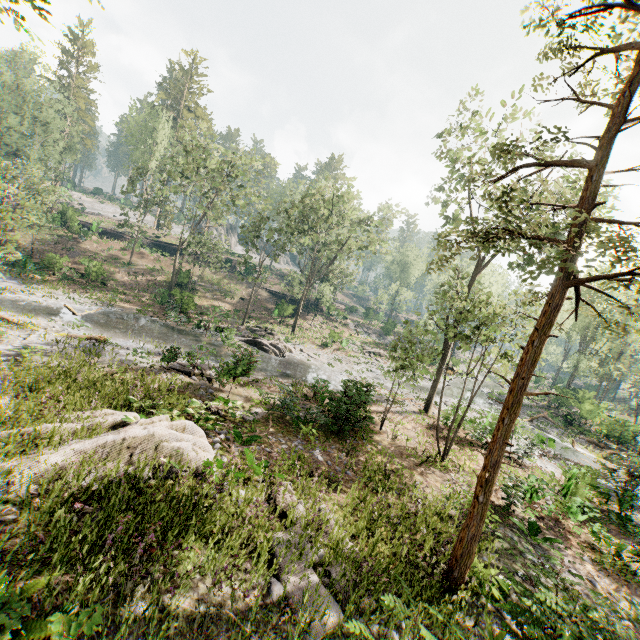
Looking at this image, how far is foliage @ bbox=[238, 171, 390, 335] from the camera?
31.6 meters

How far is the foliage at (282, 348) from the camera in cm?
2672

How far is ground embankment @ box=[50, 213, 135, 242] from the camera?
40.00m

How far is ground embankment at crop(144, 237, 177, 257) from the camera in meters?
50.5

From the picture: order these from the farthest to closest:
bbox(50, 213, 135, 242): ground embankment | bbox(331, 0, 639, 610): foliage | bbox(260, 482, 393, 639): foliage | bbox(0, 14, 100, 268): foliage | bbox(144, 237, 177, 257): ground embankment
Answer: bbox(144, 237, 177, 257): ground embankment
bbox(50, 213, 135, 242): ground embankment
bbox(0, 14, 100, 268): foliage
bbox(331, 0, 639, 610): foliage
bbox(260, 482, 393, 639): foliage

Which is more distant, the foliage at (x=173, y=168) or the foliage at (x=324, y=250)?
the foliage at (x=173, y=168)

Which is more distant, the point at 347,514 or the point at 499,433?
the point at 347,514
